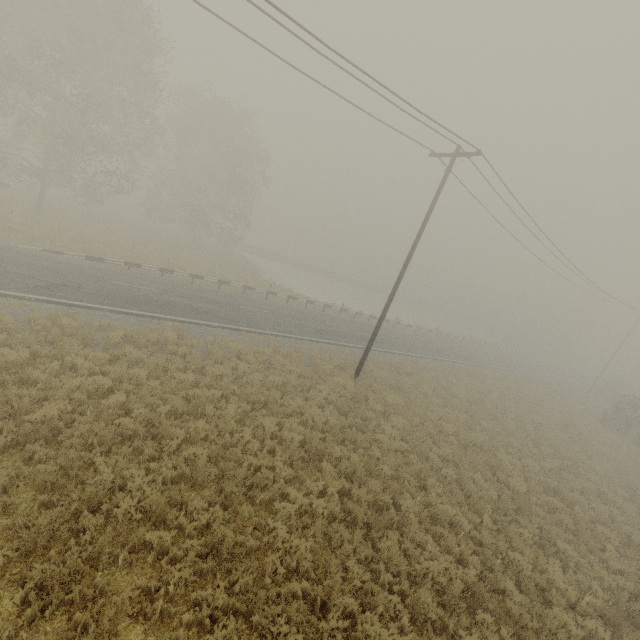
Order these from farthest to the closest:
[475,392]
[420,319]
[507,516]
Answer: [420,319] → [475,392] → [507,516]
